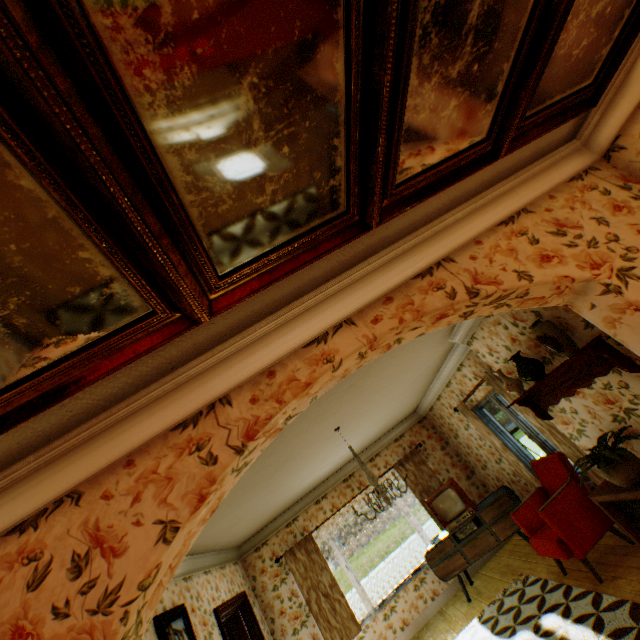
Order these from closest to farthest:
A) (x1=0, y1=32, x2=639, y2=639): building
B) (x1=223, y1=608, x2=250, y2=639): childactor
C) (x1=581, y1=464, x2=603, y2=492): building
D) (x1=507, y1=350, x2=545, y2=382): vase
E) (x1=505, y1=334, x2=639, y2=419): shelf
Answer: (x1=0, y1=32, x2=639, y2=639): building, (x1=505, y1=334, x2=639, y2=419): shelf, (x1=507, y1=350, x2=545, y2=382): vase, (x1=581, y1=464, x2=603, y2=492): building, (x1=223, y1=608, x2=250, y2=639): childactor

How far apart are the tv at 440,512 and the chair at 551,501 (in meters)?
1.30

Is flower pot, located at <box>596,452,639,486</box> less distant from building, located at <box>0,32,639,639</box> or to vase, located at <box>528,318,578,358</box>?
building, located at <box>0,32,639,639</box>

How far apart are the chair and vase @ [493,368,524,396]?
1.4 meters

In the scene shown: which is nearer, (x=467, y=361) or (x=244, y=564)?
(x=467, y=361)

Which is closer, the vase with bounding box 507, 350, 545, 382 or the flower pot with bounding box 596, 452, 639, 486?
the flower pot with bounding box 596, 452, 639, 486

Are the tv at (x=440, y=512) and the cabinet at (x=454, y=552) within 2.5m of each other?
yes

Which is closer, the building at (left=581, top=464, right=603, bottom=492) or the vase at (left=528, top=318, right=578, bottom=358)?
the vase at (left=528, top=318, right=578, bottom=358)
